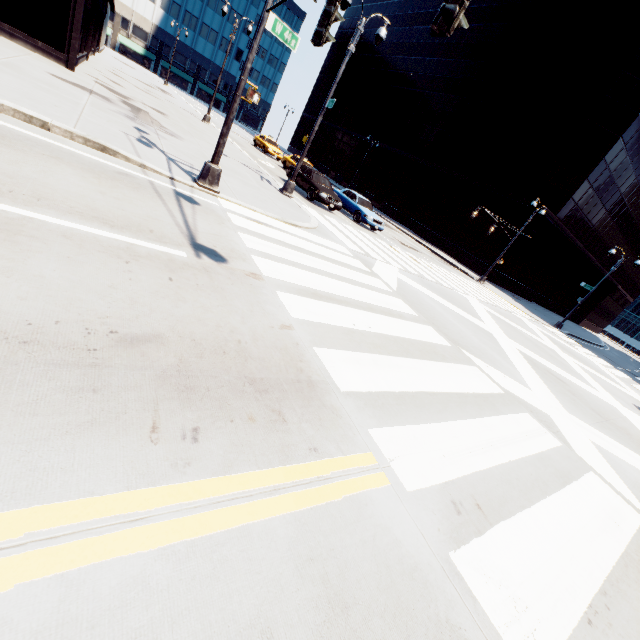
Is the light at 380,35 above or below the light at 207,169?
above

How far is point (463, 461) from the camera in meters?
3.9 m

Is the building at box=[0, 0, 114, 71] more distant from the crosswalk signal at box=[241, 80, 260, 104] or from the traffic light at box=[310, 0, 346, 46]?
the traffic light at box=[310, 0, 346, 46]

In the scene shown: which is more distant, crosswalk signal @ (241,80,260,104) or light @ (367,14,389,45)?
light @ (367,14,389,45)

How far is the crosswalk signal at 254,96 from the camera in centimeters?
782cm

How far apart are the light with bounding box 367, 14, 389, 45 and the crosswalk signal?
8.1m

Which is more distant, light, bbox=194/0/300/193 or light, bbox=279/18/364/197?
light, bbox=279/18/364/197

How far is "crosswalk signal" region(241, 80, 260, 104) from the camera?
7.8m
